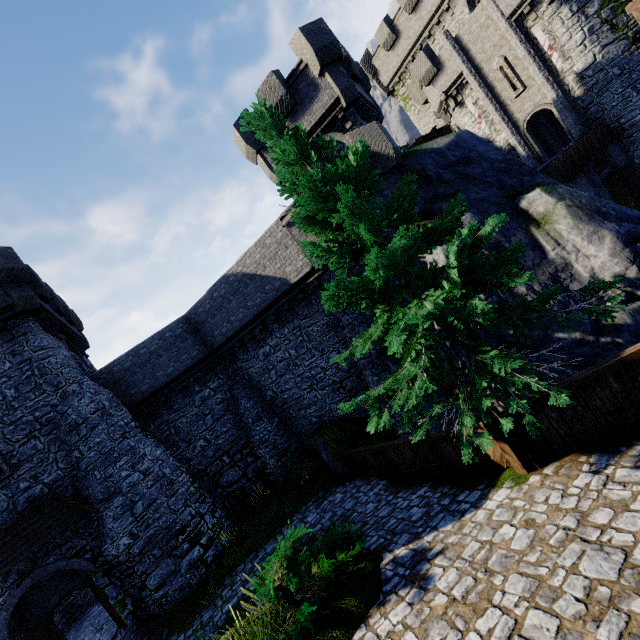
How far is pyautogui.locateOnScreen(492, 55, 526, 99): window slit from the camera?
20.5m

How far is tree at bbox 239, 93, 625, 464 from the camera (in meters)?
5.69

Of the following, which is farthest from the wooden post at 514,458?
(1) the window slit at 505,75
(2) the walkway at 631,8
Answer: (1) the window slit at 505,75

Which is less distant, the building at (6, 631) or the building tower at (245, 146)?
the building at (6, 631)

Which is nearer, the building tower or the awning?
the awning

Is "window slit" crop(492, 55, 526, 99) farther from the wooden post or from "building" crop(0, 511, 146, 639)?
"building" crop(0, 511, 146, 639)

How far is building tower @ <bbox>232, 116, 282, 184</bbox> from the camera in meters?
16.9 m

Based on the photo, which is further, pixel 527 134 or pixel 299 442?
pixel 527 134
